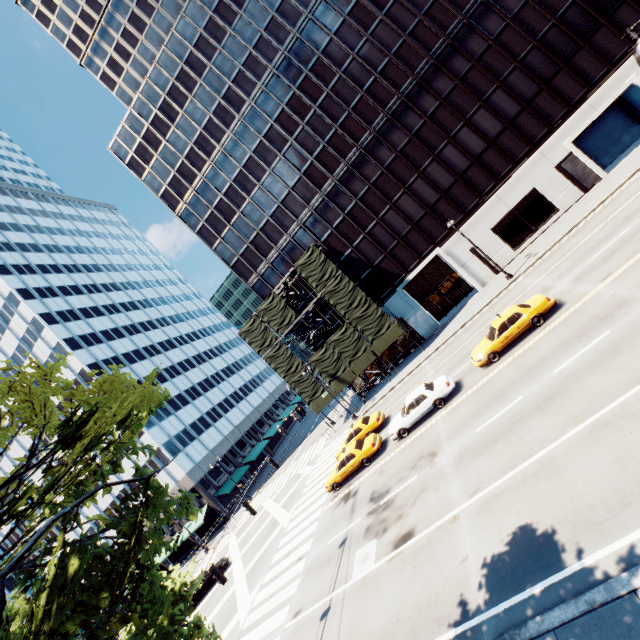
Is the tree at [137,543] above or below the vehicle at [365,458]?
above

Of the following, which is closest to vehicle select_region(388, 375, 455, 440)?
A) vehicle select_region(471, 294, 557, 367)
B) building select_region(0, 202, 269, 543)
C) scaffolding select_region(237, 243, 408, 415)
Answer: vehicle select_region(471, 294, 557, 367)

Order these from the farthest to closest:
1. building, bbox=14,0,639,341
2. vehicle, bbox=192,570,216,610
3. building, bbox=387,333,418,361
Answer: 1. building, bbox=387,333,418,361
2. building, bbox=14,0,639,341
3. vehicle, bbox=192,570,216,610

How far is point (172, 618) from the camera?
7.0 meters

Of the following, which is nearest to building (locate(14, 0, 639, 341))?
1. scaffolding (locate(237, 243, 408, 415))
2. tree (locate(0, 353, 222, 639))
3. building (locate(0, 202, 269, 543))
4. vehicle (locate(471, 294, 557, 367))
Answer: scaffolding (locate(237, 243, 408, 415))

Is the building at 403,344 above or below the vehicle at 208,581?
above

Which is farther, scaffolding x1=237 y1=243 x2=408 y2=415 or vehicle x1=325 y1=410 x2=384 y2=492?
scaffolding x1=237 y1=243 x2=408 y2=415

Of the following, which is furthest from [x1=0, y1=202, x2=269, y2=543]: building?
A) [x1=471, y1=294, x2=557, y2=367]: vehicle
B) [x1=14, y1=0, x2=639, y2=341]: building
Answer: [x1=471, y1=294, x2=557, y2=367]: vehicle
